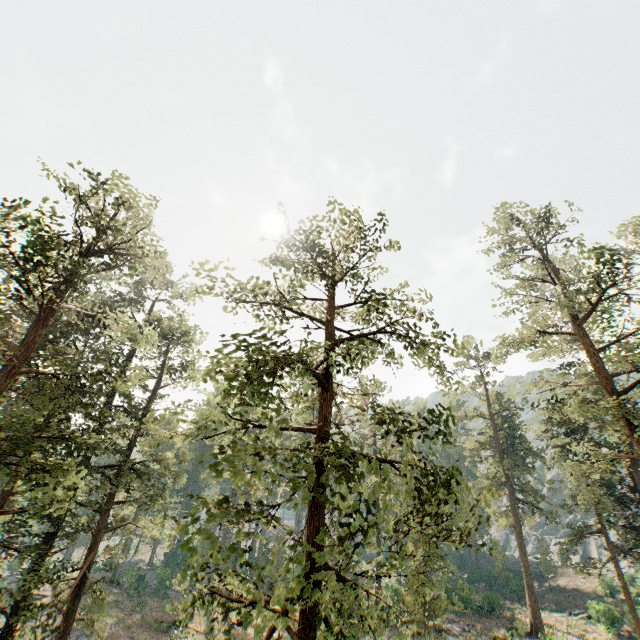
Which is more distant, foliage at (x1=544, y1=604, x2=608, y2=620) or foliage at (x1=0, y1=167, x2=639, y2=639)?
foliage at (x1=544, y1=604, x2=608, y2=620)

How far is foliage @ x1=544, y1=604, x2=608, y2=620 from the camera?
34.5m

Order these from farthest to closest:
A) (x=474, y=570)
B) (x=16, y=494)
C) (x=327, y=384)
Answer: (x=474, y=570) < (x=16, y=494) < (x=327, y=384)

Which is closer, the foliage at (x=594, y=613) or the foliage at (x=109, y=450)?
the foliage at (x=109, y=450)

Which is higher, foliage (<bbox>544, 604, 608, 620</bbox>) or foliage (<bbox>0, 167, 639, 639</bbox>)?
foliage (<bbox>0, 167, 639, 639</bbox>)

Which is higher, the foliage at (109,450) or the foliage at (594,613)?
the foliage at (109,450)

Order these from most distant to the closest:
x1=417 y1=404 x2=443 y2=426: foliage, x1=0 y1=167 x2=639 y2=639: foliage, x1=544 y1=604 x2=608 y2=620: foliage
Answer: x1=544 y1=604 x2=608 y2=620: foliage
x1=417 y1=404 x2=443 y2=426: foliage
x1=0 y1=167 x2=639 y2=639: foliage
